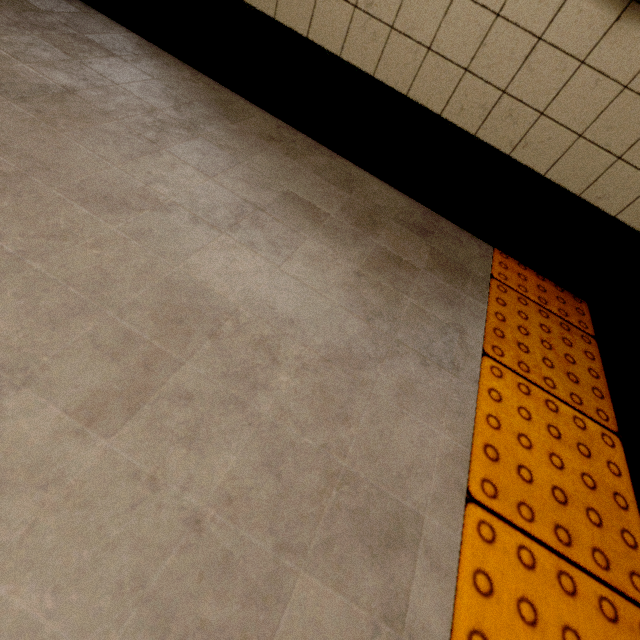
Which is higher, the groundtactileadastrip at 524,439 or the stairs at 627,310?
the stairs at 627,310

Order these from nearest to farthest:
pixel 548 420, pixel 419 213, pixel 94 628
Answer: pixel 94 628
pixel 548 420
pixel 419 213

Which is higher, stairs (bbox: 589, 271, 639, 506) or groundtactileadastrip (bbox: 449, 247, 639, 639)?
stairs (bbox: 589, 271, 639, 506)
